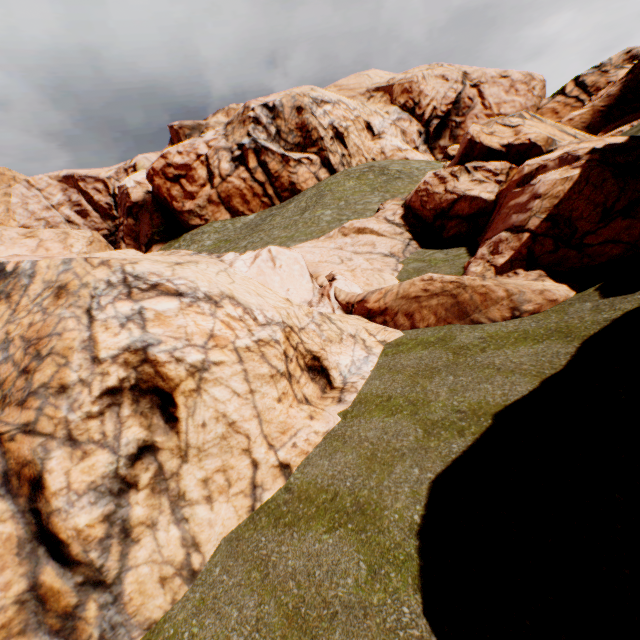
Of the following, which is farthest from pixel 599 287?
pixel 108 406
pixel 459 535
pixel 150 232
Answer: pixel 150 232
